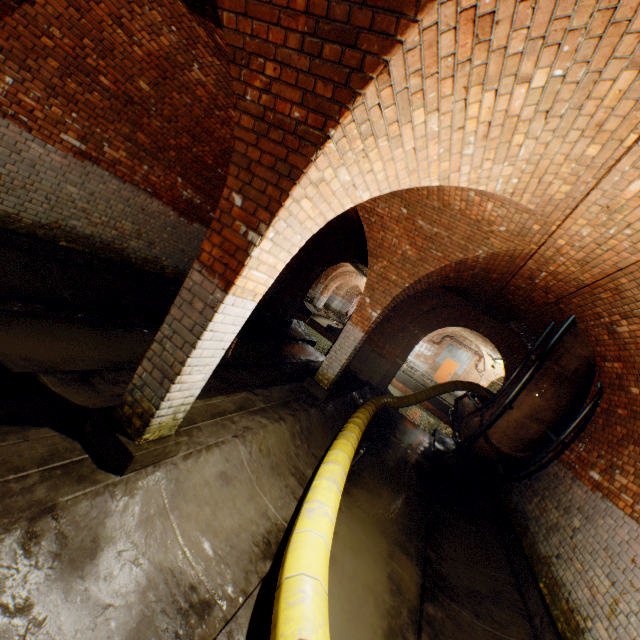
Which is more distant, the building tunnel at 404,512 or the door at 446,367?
the door at 446,367

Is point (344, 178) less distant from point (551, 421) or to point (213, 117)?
point (213, 117)

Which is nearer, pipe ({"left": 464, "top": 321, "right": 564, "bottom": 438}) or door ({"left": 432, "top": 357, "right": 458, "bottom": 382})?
pipe ({"left": 464, "top": 321, "right": 564, "bottom": 438})

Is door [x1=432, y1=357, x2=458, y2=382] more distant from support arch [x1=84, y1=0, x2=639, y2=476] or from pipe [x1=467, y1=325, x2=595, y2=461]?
support arch [x1=84, y1=0, x2=639, y2=476]

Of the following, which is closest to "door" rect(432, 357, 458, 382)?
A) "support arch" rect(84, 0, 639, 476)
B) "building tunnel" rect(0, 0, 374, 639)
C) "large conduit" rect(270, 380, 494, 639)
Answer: "large conduit" rect(270, 380, 494, 639)

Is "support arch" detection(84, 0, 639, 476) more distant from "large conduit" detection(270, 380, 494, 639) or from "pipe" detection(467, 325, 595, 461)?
"pipe" detection(467, 325, 595, 461)

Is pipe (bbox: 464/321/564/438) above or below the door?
below

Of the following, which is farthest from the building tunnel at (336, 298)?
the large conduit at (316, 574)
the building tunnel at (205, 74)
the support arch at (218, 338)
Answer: the support arch at (218, 338)
